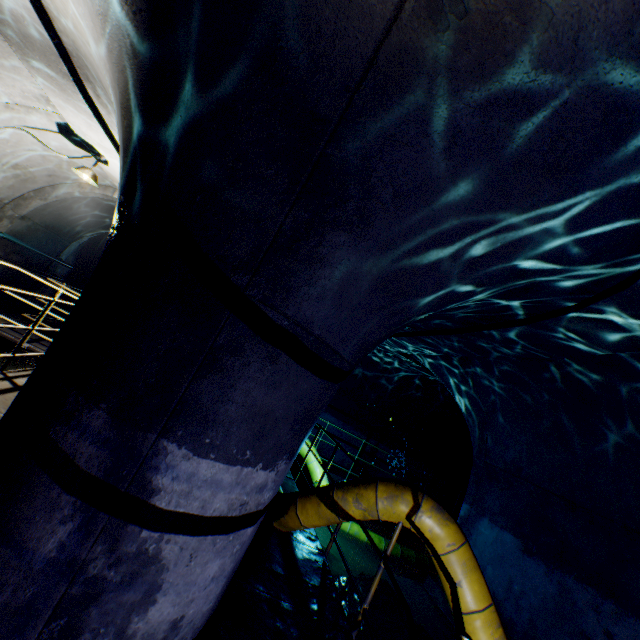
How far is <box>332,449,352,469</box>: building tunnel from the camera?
10.7 meters

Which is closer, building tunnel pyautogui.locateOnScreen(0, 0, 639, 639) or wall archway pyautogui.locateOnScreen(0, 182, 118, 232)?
building tunnel pyautogui.locateOnScreen(0, 0, 639, 639)

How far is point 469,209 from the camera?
1.9 meters

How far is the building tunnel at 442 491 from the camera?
11.5 meters

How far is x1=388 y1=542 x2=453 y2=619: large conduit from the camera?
3.11m

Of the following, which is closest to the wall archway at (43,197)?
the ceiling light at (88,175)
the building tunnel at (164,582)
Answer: the building tunnel at (164,582)

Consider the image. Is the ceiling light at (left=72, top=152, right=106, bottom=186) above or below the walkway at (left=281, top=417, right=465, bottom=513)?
above

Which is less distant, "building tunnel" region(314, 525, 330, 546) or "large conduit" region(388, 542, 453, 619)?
"large conduit" region(388, 542, 453, 619)
